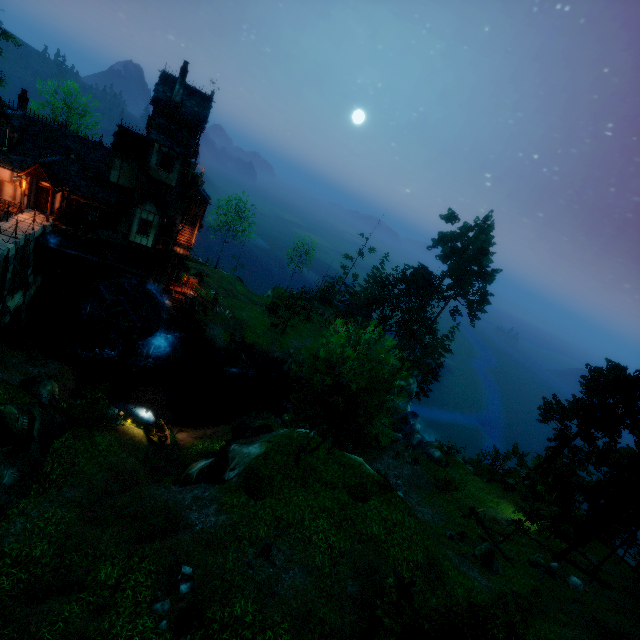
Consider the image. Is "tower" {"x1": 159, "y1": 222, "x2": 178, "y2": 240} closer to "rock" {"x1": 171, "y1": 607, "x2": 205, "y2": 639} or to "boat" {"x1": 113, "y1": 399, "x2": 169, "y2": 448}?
"boat" {"x1": 113, "y1": 399, "x2": 169, "y2": 448}

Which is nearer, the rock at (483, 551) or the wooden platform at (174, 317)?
the rock at (483, 551)

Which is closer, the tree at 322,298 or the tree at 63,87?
the tree at 63,87

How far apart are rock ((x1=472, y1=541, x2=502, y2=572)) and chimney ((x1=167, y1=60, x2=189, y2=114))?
38.7 meters

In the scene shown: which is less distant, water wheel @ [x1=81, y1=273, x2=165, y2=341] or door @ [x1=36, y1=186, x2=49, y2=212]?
door @ [x1=36, y1=186, x2=49, y2=212]

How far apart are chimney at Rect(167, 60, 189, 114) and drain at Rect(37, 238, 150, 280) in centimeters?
1280cm

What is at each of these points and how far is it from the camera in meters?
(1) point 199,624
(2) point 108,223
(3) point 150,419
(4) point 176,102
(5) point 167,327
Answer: (1) rock, 10.8 m
(2) window, 27.2 m
(3) boat, 22.9 m
(4) chimney, 25.0 m
(5) stone arch, 33.5 m

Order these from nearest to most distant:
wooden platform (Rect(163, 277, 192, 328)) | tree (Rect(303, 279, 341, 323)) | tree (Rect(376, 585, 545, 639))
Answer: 1. tree (Rect(376, 585, 545, 639))
2. wooden platform (Rect(163, 277, 192, 328))
3. tree (Rect(303, 279, 341, 323))
